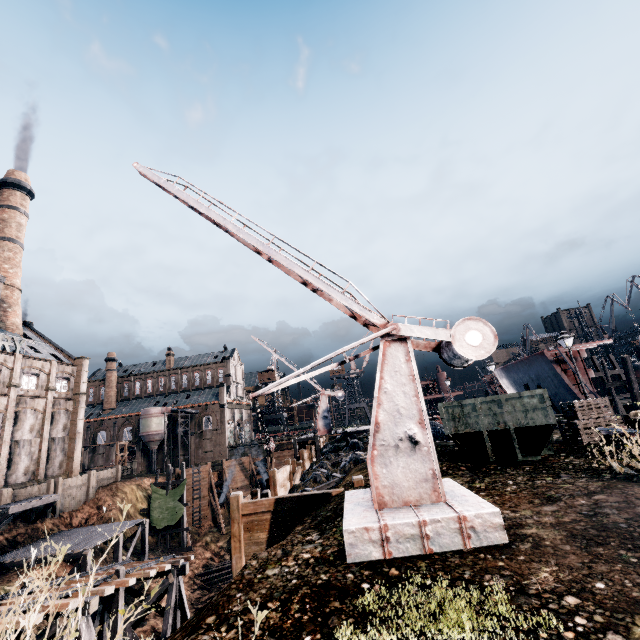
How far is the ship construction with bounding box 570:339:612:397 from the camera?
31.2m

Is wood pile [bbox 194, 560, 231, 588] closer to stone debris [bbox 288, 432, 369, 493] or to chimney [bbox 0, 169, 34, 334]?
stone debris [bbox 288, 432, 369, 493]

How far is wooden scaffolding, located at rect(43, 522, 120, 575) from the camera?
25.2 meters

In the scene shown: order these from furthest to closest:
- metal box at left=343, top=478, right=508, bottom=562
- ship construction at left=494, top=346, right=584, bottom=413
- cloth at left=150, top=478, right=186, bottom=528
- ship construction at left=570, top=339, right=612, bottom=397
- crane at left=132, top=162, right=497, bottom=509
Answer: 1. cloth at left=150, top=478, right=186, bottom=528
2. ship construction at left=494, top=346, right=584, bottom=413
3. ship construction at left=570, top=339, right=612, bottom=397
4. crane at left=132, top=162, right=497, bottom=509
5. metal box at left=343, top=478, right=508, bottom=562

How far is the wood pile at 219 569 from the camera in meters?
36.6

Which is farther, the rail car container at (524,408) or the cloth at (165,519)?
the cloth at (165,519)

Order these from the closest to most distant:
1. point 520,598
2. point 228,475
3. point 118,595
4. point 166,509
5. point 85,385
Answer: point 520,598 → point 118,595 → point 166,509 → point 85,385 → point 228,475

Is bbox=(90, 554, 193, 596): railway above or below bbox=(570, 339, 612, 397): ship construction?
below
